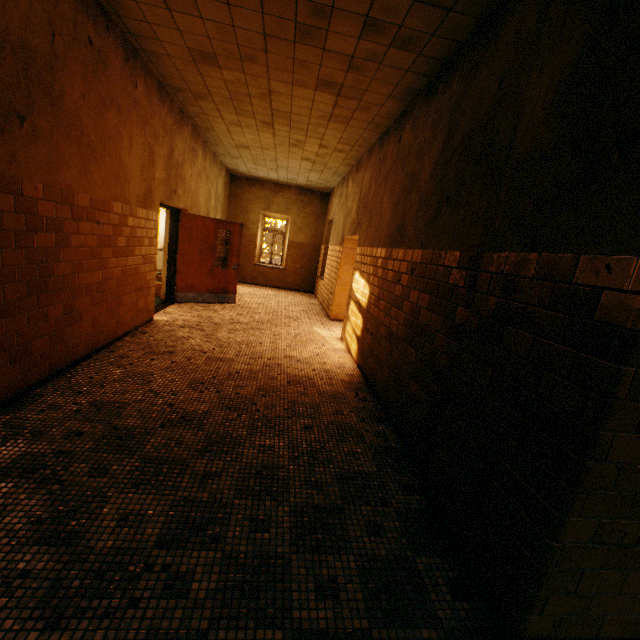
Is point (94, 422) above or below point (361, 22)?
below

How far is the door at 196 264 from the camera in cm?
738

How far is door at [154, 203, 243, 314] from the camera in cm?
738
